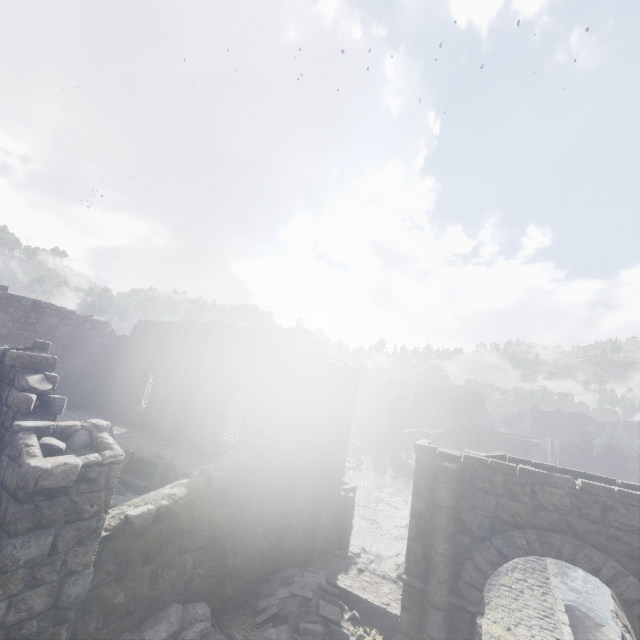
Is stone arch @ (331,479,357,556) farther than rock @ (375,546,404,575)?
No

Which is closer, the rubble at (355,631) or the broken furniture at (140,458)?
the rubble at (355,631)

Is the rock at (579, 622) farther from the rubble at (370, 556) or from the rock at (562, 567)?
the rock at (562, 567)

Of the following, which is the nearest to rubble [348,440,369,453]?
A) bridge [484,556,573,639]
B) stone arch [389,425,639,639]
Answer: stone arch [389,425,639,639]

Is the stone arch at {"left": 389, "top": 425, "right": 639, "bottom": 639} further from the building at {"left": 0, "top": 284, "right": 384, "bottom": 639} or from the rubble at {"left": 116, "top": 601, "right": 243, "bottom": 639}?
the building at {"left": 0, "top": 284, "right": 384, "bottom": 639}

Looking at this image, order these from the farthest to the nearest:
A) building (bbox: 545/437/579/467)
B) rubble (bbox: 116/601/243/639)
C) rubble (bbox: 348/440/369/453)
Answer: building (bbox: 545/437/579/467), rubble (bbox: 348/440/369/453), rubble (bbox: 116/601/243/639)

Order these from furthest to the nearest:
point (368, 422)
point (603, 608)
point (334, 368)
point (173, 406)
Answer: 1. point (368, 422)
2. point (603, 608)
3. point (173, 406)
4. point (334, 368)

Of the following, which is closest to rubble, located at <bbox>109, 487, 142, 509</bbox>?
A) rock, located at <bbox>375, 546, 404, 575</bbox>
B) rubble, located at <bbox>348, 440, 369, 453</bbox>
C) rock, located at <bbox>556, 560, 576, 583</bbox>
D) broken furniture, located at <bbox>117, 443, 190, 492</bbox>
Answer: broken furniture, located at <bbox>117, 443, 190, 492</bbox>
